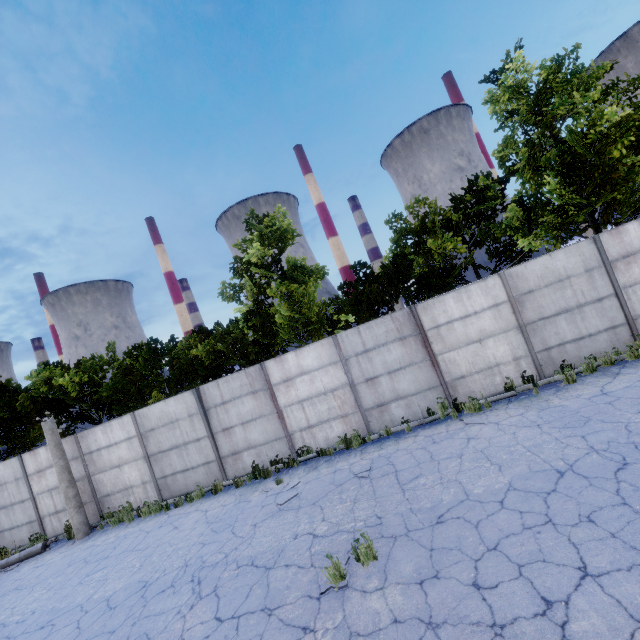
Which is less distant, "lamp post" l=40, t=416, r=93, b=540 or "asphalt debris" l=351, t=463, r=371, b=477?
"asphalt debris" l=351, t=463, r=371, b=477

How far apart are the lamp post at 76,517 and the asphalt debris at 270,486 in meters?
7.7

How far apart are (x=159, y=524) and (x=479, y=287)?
12.98m

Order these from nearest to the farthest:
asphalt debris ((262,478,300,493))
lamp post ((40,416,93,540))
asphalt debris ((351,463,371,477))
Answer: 1. asphalt debris ((351,463,371,477))
2. asphalt debris ((262,478,300,493))
3. lamp post ((40,416,93,540))

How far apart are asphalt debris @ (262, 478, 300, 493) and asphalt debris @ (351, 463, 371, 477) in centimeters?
161cm

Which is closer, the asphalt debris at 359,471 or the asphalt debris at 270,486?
the asphalt debris at 359,471

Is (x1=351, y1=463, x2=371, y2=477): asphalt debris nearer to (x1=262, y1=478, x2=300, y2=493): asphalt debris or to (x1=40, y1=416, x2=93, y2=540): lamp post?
(x1=262, y1=478, x2=300, y2=493): asphalt debris

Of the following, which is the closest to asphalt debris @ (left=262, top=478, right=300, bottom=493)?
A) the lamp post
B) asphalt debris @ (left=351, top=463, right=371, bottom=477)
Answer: asphalt debris @ (left=351, top=463, right=371, bottom=477)
